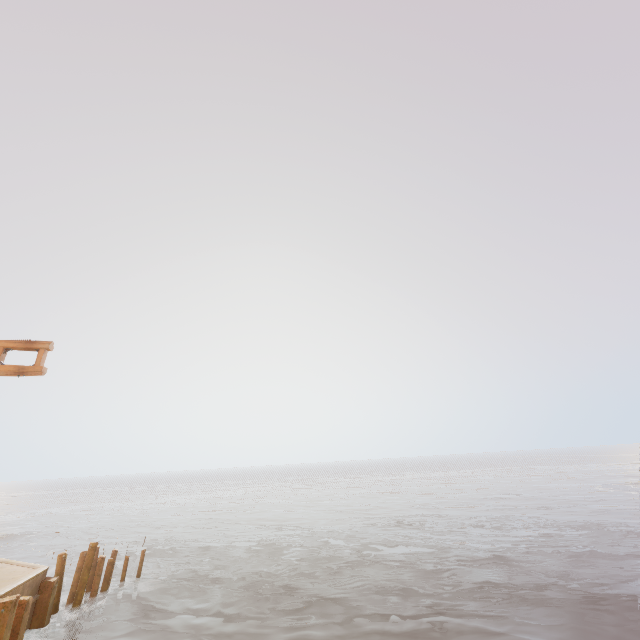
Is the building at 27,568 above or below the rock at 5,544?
above

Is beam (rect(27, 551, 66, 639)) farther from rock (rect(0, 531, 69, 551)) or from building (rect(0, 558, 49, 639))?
rock (rect(0, 531, 69, 551))

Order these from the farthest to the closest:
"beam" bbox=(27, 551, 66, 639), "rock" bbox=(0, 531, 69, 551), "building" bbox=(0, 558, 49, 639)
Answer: →
1. "rock" bbox=(0, 531, 69, 551)
2. "beam" bbox=(27, 551, 66, 639)
3. "building" bbox=(0, 558, 49, 639)

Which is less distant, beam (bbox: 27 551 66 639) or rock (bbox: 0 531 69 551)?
beam (bbox: 27 551 66 639)

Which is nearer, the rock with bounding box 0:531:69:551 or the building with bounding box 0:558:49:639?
the building with bounding box 0:558:49:639

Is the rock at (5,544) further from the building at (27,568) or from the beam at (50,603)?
the beam at (50,603)

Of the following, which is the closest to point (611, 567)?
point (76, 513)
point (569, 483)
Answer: point (569, 483)
